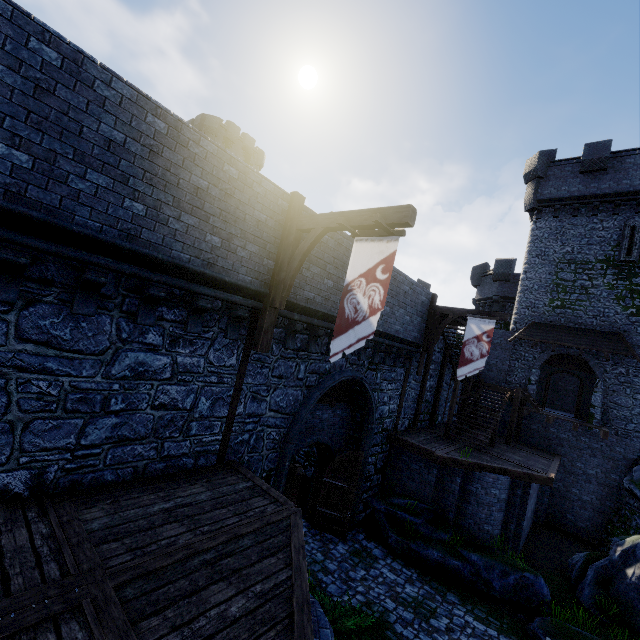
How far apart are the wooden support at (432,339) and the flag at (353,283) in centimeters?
928cm

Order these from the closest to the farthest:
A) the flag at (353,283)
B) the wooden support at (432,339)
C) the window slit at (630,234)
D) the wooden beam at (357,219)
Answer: the wooden beam at (357,219), the flag at (353,283), the wooden support at (432,339), the window slit at (630,234)

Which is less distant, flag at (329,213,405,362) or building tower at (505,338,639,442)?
flag at (329,213,405,362)

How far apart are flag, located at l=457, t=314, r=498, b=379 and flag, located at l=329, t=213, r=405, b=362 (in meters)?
9.02

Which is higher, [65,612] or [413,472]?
[65,612]

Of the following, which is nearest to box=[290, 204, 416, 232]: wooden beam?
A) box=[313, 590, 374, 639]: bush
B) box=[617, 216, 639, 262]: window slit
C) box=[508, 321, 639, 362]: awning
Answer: box=[313, 590, 374, 639]: bush

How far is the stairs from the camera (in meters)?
15.98

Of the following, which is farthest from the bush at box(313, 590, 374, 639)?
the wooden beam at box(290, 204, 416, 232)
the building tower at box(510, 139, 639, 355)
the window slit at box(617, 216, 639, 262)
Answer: the window slit at box(617, 216, 639, 262)
